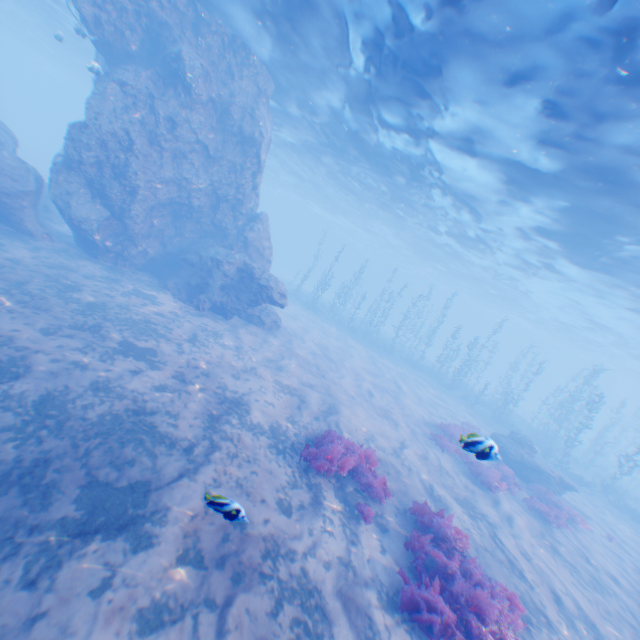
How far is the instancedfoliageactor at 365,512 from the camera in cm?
758

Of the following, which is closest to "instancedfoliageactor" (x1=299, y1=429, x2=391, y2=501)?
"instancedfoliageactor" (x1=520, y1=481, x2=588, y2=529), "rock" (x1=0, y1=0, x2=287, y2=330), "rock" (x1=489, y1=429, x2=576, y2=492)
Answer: "rock" (x1=0, y1=0, x2=287, y2=330)

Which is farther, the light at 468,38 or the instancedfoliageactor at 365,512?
the light at 468,38

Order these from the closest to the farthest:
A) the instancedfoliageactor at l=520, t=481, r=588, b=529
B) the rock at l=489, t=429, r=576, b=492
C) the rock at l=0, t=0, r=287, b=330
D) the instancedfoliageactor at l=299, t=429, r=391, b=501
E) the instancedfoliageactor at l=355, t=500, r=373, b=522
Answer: the instancedfoliageactor at l=355, t=500, r=373, b=522 → the instancedfoliageactor at l=299, t=429, r=391, b=501 → the instancedfoliageactor at l=520, t=481, r=588, b=529 → the rock at l=0, t=0, r=287, b=330 → the rock at l=489, t=429, r=576, b=492

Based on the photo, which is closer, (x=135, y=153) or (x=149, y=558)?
(x=149, y=558)

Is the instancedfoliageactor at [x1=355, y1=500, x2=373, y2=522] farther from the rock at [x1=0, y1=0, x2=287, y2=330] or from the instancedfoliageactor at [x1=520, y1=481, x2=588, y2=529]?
the instancedfoliageactor at [x1=520, y1=481, x2=588, y2=529]

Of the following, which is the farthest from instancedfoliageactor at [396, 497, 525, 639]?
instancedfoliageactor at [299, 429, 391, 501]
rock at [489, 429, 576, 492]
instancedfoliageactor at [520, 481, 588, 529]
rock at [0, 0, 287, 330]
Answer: rock at [489, 429, 576, 492]

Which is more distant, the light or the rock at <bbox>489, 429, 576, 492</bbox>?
the rock at <bbox>489, 429, 576, 492</bbox>
